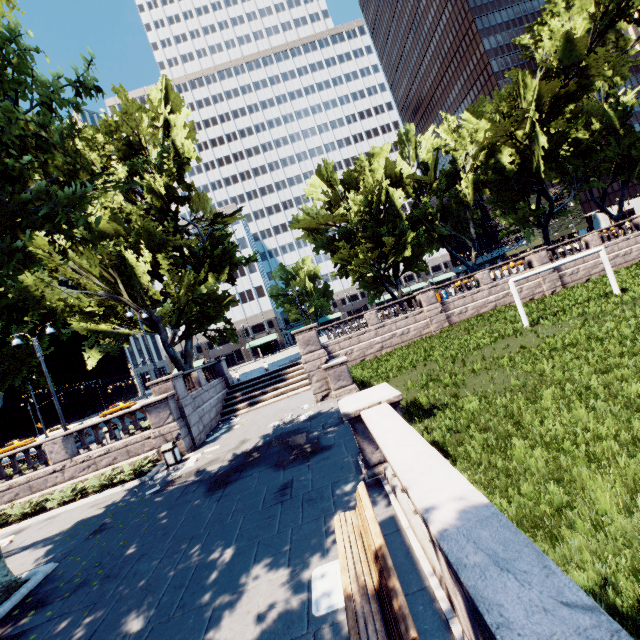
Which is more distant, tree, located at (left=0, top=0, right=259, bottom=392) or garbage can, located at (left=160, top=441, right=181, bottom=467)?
garbage can, located at (left=160, top=441, right=181, bottom=467)

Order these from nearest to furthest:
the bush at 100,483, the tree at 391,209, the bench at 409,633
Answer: the bench at 409,633
the bush at 100,483
the tree at 391,209

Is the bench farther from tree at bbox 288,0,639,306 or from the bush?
the bush

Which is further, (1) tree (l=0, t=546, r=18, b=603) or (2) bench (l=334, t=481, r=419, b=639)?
(1) tree (l=0, t=546, r=18, b=603)

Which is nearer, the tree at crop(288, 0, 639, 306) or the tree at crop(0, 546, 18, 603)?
the tree at crop(0, 546, 18, 603)

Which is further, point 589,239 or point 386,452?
point 589,239

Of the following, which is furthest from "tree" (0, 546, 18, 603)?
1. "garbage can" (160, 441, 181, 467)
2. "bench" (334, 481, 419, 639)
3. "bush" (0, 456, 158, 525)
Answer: "bench" (334, 481, 419, 639)

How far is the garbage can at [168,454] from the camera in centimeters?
1463cm
